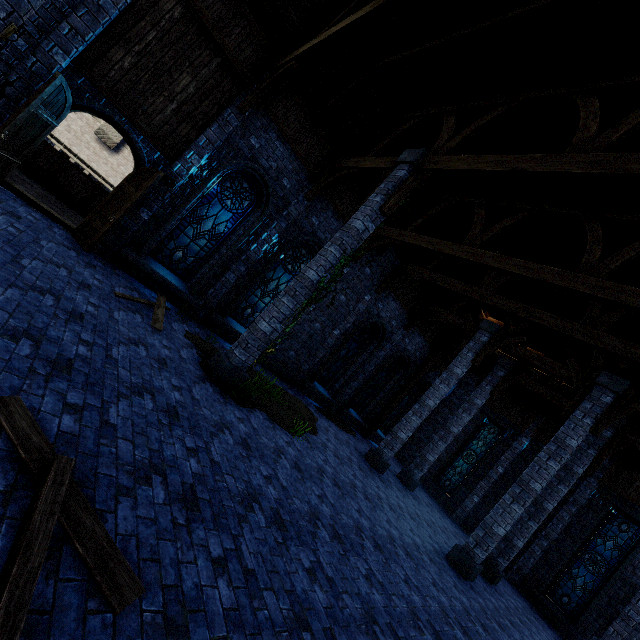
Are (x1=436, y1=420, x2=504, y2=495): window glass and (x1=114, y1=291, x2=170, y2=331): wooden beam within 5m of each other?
no

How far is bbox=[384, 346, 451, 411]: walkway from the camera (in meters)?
16.83

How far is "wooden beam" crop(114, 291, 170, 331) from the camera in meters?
6.9 m

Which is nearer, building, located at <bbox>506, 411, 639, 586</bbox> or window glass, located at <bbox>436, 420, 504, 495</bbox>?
building, located at <bbox>506, 411, 639, 586</bbox>

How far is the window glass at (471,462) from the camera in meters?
17.5 m

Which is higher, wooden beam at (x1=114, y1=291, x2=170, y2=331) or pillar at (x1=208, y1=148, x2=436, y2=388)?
pillar at (x1=208, y1=148, x2=436, y2=388)

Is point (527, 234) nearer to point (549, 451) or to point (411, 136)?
point (411, 136)

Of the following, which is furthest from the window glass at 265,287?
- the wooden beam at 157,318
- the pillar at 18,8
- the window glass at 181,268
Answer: the pillar at 18,8
